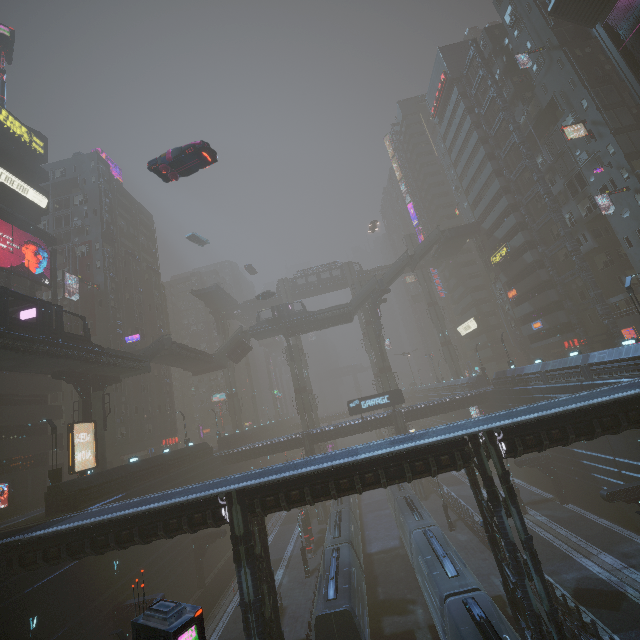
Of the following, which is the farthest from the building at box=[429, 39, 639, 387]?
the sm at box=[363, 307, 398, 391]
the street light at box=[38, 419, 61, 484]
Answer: the street light at box=[38, 419, 61, 484]

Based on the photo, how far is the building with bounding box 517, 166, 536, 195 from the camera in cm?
4428

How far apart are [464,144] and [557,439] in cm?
5287

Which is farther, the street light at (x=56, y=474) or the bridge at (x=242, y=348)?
the bridge at (x=242, y=348)

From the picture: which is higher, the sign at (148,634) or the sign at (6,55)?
the sign at (6,55)

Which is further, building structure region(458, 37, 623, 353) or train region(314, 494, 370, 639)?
building structure region(458, 37, 623, 353)

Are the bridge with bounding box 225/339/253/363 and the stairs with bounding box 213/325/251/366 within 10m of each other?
yes

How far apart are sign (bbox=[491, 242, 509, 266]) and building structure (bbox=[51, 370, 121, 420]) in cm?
5519
